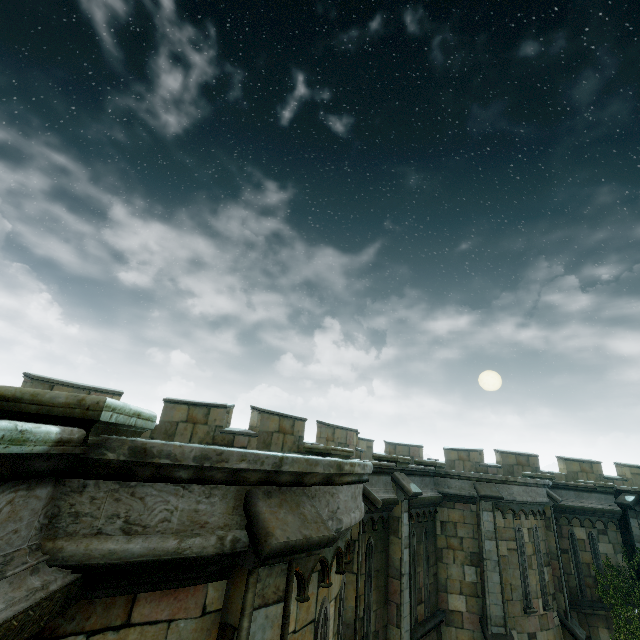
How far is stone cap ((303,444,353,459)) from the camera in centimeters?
782cm

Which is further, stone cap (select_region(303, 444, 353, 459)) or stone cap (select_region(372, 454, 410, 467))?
stone cap (select_region(372, 454, 410, 467))

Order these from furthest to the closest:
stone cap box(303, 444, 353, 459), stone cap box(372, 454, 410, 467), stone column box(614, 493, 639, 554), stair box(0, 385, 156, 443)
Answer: stone column box(614, 493, 639, 554), stone cap box(372, 454, 410, 467), stone cap box(303, 444, 353, 459), stair box(0, 385, 156, 443)

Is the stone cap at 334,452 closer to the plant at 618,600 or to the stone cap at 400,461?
the stone cap at 400,461

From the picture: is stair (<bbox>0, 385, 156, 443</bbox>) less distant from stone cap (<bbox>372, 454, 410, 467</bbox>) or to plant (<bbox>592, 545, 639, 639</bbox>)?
stone cap (<bbox>372, 454, 410, 467</bbox>)

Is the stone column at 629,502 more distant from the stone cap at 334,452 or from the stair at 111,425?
the stair at 111,425

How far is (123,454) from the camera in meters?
2.4 m
